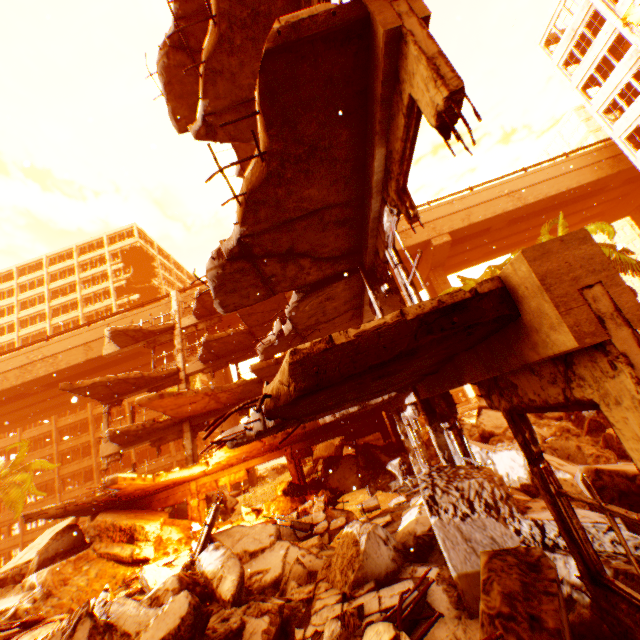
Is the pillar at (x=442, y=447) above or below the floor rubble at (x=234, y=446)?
below

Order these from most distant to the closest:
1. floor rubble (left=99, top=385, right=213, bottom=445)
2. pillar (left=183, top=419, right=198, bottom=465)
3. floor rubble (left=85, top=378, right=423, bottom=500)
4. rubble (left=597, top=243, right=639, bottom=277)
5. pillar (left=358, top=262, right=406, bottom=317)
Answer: rubble (left=597, top=243, right=639, bottom=277) → pillar (left=183, top=419, right=198, bottom=465) → floor rubble (left=99, top=385, right=213, bottom=445) → pillar (left=358, top=262, right=406, bottom=317) → floor rubble (left=85, top=378, right=423, bottom=500)

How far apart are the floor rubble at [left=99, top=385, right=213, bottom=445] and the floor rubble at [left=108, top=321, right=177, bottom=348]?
5.6 meters

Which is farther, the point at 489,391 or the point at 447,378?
the point at 447,378

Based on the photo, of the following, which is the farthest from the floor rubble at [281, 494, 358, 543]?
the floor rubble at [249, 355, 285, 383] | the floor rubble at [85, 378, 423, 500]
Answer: the floor rubble at [249, 355, 285, 383]

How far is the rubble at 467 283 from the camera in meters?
21.4 m

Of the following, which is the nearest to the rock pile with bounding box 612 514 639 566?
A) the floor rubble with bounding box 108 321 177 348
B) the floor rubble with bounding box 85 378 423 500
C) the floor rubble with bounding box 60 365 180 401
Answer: the floor rubble with bounding box 85 378 423 500

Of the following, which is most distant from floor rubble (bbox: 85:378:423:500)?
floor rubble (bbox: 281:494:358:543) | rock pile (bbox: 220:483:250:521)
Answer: rock pile (bbox: 220:483:250:521)
